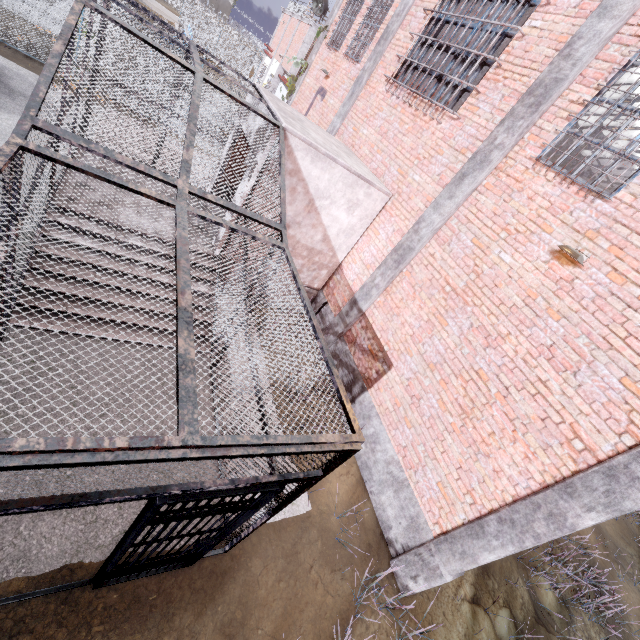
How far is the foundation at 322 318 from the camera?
8.48m

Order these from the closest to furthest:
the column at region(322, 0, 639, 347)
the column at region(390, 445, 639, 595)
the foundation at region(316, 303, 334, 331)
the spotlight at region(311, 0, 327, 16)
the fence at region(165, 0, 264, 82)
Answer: the column at region(390, 445, 639, 595), the column at region(322, 0, 639, 347), the foundation at region(316, 303, 334, 331), the spotlight at region(311, 0, 327, 16), the fence at region(165, 0, 264, 82)

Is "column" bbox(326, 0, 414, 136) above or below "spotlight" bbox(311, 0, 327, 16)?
below

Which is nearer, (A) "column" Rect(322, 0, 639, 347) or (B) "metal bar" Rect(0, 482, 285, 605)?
(B) "metal bar" Rect(0, 482, 285, 605)

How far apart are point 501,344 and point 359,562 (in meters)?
4.26

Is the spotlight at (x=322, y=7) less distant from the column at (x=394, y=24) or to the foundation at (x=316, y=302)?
the column at (x=394, y=24)

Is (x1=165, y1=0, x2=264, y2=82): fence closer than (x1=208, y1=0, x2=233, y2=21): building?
Yes

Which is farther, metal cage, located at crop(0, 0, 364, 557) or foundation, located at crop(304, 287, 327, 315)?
foundation, located at crop(304, 287, 327, 315)
